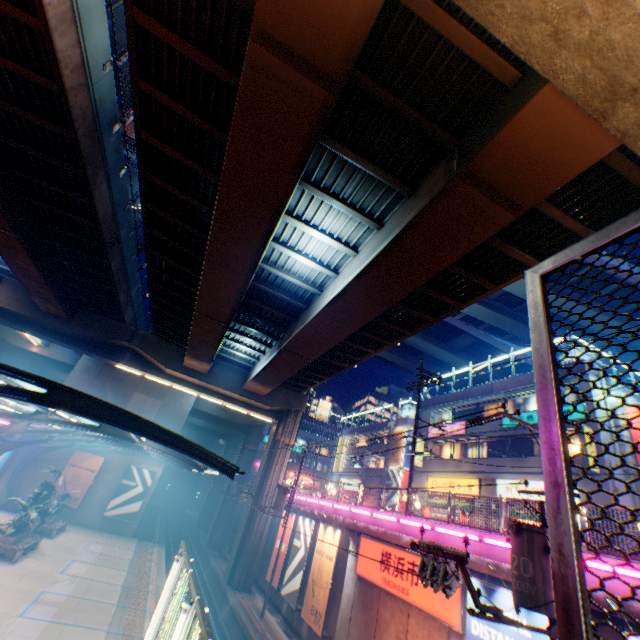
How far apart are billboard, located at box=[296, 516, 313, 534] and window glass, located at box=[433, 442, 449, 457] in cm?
1409

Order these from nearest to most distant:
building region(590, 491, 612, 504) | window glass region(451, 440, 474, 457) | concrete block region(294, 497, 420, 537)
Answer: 1. concrete block region(294, 497, 420, 537)
2. building region(590, 491, 612, 504)
3. window glass region(451, 440, 474, 457)

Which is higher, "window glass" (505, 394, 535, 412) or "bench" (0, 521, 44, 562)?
"window glass" (505, 394, 535, 412)

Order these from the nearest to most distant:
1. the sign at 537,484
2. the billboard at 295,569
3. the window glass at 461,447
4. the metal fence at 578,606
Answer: the metal fence at 578,606 < the billboard at 295,569 < the sign at 537,484 < the window glass at 461,447

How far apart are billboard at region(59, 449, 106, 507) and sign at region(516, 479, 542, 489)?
33.52m

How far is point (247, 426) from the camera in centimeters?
4228cm

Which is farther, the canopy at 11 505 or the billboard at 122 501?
the billboard at 122 501

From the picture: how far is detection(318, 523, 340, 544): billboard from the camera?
17.3 meters
